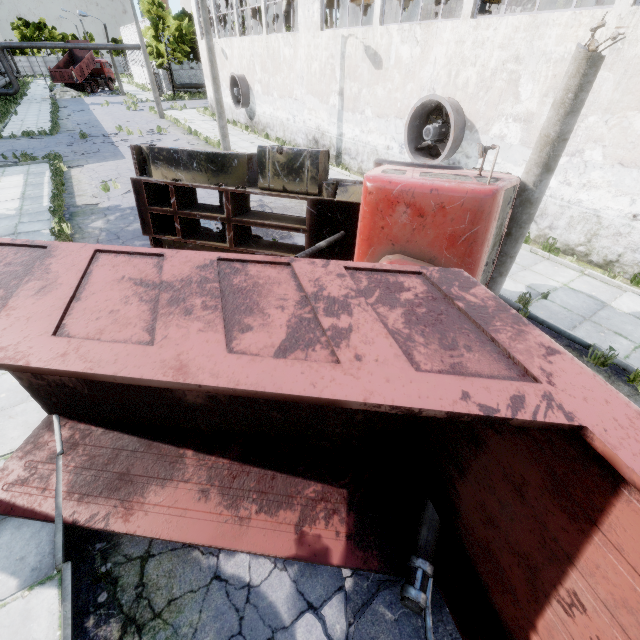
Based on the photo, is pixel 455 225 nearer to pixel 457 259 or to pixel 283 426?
pixel 457 259

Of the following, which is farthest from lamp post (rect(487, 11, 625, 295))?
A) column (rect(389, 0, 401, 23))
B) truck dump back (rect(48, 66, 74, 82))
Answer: truck dump back (rect(48, 66, 74, 82))

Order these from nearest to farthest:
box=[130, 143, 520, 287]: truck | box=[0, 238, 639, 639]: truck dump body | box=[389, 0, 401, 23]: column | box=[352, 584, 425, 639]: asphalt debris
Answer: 1. box=[0, 238, 639, 639]: truck dump body
2. box=[352, 584, 425, 639]: asphalt debris
3. box=[130, 143, 520, 287]: truck
4. box=[389, 0, 401, 23]: column

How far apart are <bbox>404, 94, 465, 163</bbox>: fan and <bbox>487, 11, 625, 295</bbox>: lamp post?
5.8m

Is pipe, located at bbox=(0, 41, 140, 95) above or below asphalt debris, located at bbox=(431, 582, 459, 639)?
above

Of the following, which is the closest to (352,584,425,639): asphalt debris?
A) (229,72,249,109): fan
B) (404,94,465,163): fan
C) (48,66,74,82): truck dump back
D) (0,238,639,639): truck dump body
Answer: (0,238,639,639): truck dump body

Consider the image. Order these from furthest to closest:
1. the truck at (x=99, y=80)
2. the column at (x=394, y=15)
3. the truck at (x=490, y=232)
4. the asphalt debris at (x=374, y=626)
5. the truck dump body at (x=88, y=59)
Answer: the truck at (x=99, y=80) → the truck dump body at (x=88, y=59) → the column at (x=394, y=15) → the truck at (x=490, y=232) → the asphalt debris at (x=374, y=626)

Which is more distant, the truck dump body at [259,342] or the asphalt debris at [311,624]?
the asphalt debris at [311,624]
